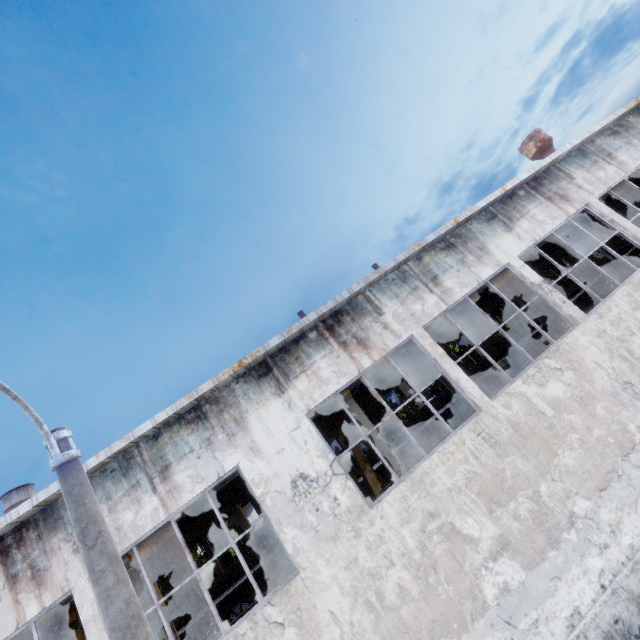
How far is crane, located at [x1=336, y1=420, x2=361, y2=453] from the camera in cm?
1247

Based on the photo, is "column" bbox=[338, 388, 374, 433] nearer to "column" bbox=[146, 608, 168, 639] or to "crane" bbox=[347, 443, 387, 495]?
"crane" bbox=[347, 443, 387, 495]

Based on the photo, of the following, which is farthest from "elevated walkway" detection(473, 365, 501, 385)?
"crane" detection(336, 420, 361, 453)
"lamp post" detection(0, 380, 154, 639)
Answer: "lamp post" detection(0, 380, 154, 639)

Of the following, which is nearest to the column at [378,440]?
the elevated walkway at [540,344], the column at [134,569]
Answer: the elevated walkway at [540,344]

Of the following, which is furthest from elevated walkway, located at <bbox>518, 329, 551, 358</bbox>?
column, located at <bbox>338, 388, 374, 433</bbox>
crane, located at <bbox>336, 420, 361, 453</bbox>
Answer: crane, located at <bbox>336, 420, 361, 453</bbox>

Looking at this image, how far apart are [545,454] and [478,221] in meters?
7.2 m

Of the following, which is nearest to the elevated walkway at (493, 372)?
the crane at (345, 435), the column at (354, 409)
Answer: the column at (354, 409)
